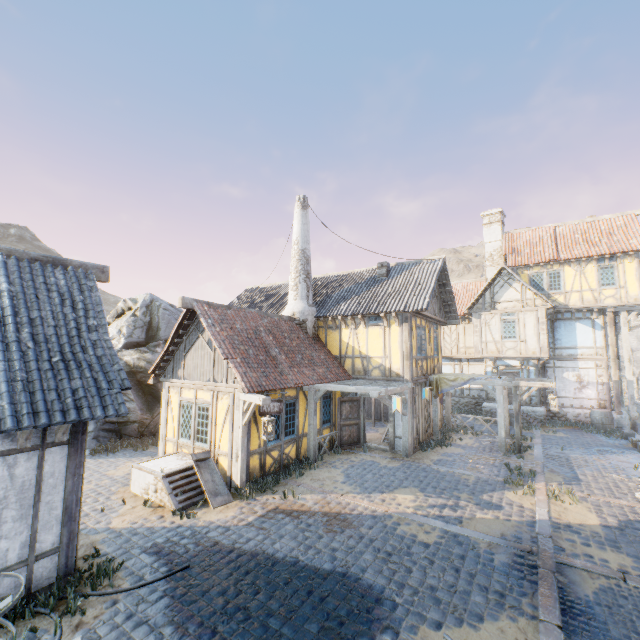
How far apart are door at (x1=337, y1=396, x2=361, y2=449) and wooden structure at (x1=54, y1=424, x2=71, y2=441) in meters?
9.7

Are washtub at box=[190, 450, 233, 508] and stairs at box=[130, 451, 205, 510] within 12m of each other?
yes

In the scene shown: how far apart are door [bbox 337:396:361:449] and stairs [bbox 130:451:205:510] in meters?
5.4

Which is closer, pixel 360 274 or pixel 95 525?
pixel 95 525

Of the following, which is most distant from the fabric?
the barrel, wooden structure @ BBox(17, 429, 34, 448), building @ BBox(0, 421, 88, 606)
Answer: wooden structure @ BBox(17, 429, 34, 448)

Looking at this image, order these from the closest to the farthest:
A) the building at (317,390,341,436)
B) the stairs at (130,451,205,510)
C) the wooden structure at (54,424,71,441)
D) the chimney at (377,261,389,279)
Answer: the wooden structure at (54,424,71,441), the stairs at (130,451,205,510), the building at (317,390,341,436), the chimney at (377,261,389,279)

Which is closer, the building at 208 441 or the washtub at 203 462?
the washtub at 203 462

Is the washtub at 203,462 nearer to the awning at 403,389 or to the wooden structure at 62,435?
the awning at 403,389
